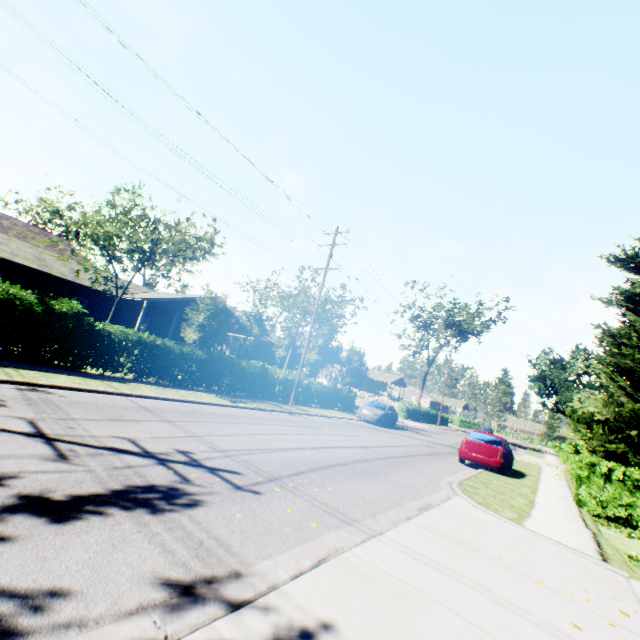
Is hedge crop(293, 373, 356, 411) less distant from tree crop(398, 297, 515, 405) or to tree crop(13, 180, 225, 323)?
tree crop(398, 297, 515, 405)

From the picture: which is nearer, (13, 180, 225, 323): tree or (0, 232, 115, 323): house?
(13, 180, 225, 323): tree

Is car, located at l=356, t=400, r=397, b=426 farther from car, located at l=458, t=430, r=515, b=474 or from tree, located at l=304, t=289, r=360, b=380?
tree, located at l=304, t=289, r=360, b=380

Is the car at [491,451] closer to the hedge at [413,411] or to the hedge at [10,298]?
the hedge at [10,298]

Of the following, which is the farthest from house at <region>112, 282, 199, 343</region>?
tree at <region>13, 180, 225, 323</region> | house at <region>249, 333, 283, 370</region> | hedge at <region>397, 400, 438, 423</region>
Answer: hedge at <region>397, 400, 438, 423</region>

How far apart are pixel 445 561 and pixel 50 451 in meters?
5.9

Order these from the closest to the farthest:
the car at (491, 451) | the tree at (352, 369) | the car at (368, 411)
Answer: the car at (491, 451) → the car at (368, 411) → the tree at (352, 369)

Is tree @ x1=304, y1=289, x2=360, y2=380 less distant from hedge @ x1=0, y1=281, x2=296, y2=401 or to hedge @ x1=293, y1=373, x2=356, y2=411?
hedge @ x1=293, y1=373, x2=356, y2=411
